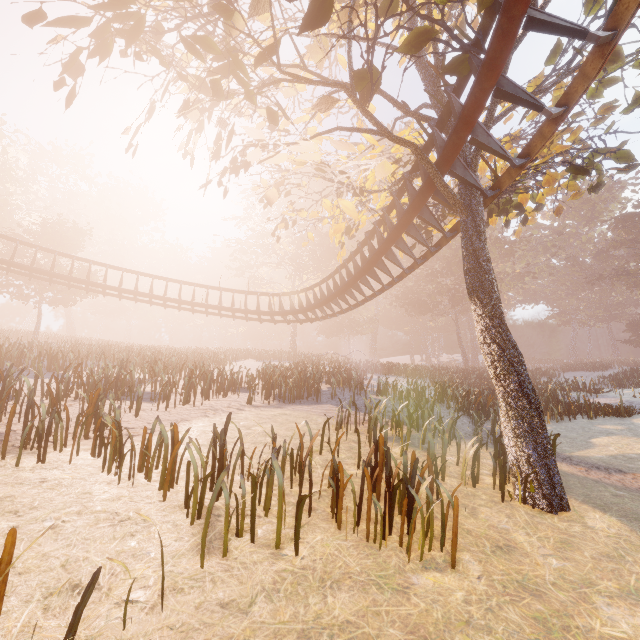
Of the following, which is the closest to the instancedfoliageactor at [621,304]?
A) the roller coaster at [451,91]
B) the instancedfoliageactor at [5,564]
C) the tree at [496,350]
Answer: the tree at [496,350]

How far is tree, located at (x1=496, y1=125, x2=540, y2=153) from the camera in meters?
12.0 m

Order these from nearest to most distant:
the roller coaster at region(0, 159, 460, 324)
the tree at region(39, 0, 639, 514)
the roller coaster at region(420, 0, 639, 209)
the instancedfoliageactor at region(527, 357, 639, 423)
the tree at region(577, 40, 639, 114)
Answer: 1. the roller coaster at region(420, 0, 639, 209)
2. the tree at region(39, 0, 639, 514)
3. the tree at region(577, 40, 639, 114)
4. the roller coaster at region(0, 159, 460, 324)
5. the instancedfoliageactor at region(527, 357, 639, 423)

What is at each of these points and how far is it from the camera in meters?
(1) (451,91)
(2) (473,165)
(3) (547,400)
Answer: (1) roller coaster, 6.6
(2) tree, 7.1
(3) instancedfoliageactor, 16.8

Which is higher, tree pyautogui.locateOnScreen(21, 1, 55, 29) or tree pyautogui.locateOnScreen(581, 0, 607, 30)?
tree pyautogui.locateOnScreen(581, 0, 607, 30)

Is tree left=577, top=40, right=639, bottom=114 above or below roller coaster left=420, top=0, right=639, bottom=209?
above

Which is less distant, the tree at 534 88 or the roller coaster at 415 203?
the tree at 534 88
